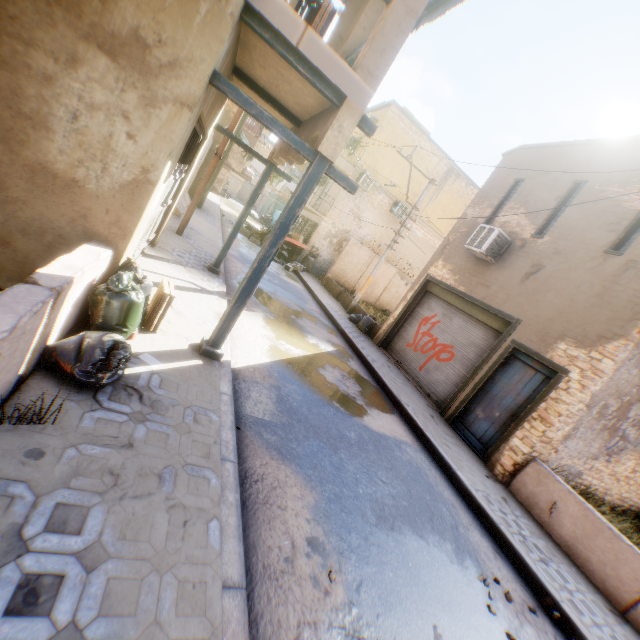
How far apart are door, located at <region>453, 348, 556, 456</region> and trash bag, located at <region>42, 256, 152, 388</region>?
2.1m

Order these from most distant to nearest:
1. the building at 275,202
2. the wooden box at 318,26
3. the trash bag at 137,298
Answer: the building at 275,202 → the wooden box at 318,26 → the trash bag at 137,298

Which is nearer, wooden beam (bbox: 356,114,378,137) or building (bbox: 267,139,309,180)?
wooden beam (bbox: 356,114,378,137)

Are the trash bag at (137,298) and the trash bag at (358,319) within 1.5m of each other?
no

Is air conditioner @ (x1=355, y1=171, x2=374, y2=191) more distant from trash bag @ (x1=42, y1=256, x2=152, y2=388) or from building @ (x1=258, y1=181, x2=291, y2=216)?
trash bag @ (x1=42, y1=256, x2=152, y2=388)

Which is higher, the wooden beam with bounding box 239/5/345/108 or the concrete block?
the wooden beam with bounding box 239/5/345/108

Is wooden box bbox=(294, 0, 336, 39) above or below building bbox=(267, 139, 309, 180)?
above

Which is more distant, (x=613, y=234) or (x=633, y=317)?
(x=613, y=234)
